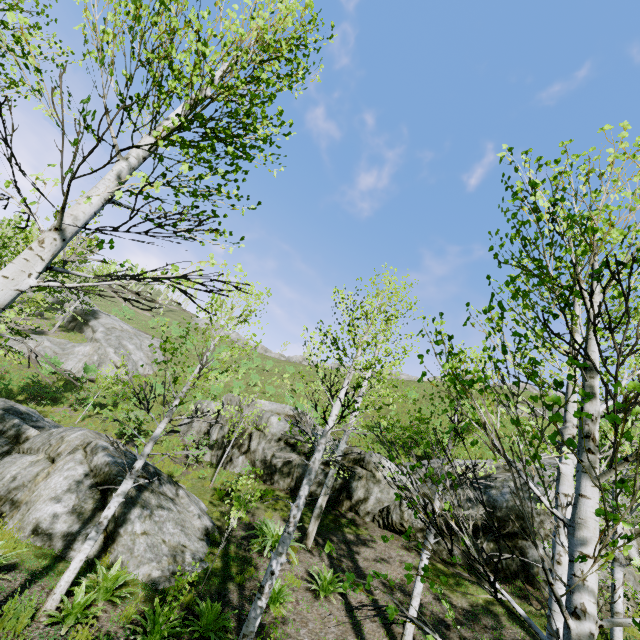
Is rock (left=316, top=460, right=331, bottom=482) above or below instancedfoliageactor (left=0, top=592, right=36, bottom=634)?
above

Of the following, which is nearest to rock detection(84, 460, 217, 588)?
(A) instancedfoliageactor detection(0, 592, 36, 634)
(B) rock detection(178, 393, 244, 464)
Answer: (A) instancedfoliageactor detection(0, 592, 36, 634)

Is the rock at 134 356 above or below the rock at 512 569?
above

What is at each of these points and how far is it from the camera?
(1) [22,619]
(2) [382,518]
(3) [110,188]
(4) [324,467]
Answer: (1) instancedfoliageactor, 5.0 meters
(2) rock, 12.7 meters
(3) instancedfoliageactor, 2.7 meters
(4) rock, 14.9 meters

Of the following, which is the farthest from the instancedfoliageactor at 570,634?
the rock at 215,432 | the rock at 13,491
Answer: the rock at 215,432

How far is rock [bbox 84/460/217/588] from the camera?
7.3 meters

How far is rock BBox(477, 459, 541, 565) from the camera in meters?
10.4
